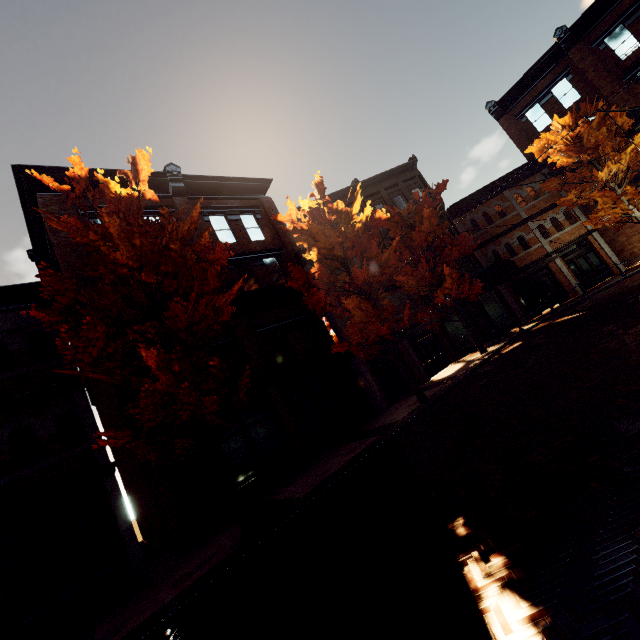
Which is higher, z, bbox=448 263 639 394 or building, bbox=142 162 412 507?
building, bbox=142 162 412 507

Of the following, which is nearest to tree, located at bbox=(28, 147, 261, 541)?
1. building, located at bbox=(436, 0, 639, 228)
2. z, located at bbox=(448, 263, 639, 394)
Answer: building, located at bbox=(436, 0, 639, 228)

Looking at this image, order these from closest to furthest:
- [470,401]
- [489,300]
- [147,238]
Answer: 1. [147,238]
2. [470,401]
3. [489,300]

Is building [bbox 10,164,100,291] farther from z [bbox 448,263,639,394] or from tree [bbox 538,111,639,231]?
z [bbox 448,263,639,394]

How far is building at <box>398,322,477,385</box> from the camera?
18.6 meters

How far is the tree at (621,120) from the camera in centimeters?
1734cm

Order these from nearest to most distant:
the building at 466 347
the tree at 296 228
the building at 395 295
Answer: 1. the tree at 296 228
2. the building at 466 347
3. the building at 395 295
